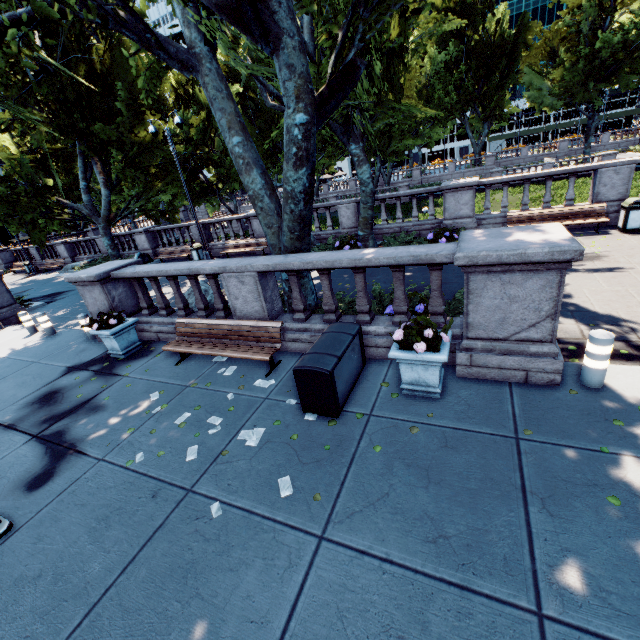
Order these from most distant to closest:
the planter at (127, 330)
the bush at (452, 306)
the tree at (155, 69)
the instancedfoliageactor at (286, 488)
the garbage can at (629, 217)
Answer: the garbage can at (629, 217), the planter at (127, 330), the bush at (452, 306), the tree at (155, 69), the instancedfoliageactor at (286, 488)

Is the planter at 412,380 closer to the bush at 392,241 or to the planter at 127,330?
the planter at 127,330

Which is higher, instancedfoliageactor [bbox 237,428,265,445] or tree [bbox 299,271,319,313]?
tree [bbox 299,271,319,313]

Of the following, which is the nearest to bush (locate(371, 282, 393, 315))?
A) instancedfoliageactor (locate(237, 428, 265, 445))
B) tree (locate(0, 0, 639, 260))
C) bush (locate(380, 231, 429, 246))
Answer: tree (locate(0, 0, 639, 260))

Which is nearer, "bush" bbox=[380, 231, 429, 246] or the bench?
the bench

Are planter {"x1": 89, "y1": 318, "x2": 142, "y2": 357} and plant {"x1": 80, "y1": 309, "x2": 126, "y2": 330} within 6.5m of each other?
yes

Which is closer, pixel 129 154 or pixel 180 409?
pixel 180 409

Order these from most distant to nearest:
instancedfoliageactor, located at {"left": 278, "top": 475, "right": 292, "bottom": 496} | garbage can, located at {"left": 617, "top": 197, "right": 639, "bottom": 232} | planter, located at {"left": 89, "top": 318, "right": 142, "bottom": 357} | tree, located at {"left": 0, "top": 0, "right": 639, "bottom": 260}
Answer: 1. garbage can, located at {"left": 617, "top": 197, "right": 639, "bottom": 232}
2. planter, located at {"left": 89, "top": 318, "right": 142, "bottom": 357}
3. tree, located at {"left": 0, "top": 0, "right": 639, "bottom": 260}
4. instancedfoliageactor, located at {"left": 278, "top": 475, "right": 292, "bottom": 496}
